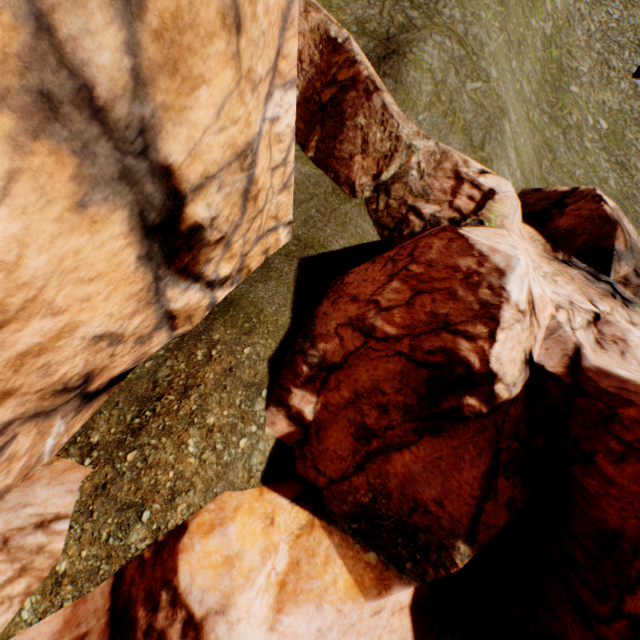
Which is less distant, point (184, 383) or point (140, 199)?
point (140, 199)
